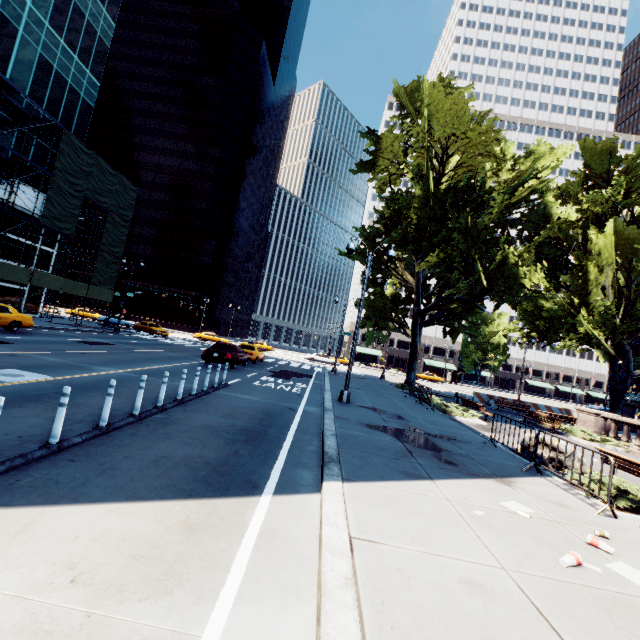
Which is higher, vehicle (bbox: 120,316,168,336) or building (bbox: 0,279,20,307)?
building (bbox: 0,279,20,307)

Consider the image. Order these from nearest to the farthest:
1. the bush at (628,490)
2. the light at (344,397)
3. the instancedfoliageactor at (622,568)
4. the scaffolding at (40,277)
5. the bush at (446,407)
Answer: the instancedfoliageactor at (622,568) → the bush at (628,490) → the light at (344,397) → the bush at (446,407) → the scaffolding at (40,277)

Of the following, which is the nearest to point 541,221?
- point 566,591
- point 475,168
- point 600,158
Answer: point 475,168

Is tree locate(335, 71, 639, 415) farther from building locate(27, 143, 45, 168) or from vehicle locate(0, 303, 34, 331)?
building locate(27, 143, 45, 168)

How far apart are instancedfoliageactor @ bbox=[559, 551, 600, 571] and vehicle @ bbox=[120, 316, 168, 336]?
39.71m

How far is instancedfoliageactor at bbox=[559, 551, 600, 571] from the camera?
4.1 meters

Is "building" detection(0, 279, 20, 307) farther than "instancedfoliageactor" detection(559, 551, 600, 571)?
Yes

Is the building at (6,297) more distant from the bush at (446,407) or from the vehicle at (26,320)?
the bush at (446,407)
